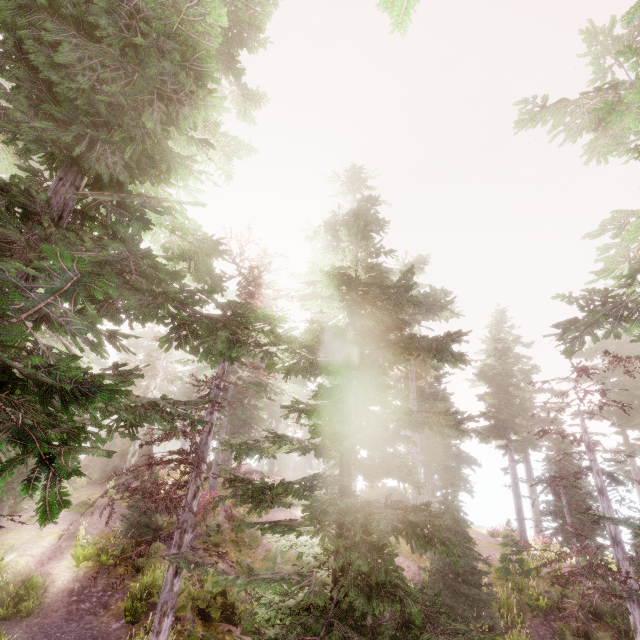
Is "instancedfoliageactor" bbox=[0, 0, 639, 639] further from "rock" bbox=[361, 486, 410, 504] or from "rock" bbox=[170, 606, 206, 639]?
"rock" bbox=[361, 486, 410, 504]

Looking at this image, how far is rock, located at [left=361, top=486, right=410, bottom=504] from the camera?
28.32m

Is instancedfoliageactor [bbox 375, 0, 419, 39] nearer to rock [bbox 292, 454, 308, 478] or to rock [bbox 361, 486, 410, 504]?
rock [bbox 292, 454, 308, 478]

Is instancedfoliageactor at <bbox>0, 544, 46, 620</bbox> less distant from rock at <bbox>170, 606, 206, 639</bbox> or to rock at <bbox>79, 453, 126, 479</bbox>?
rock at <bbox>79, 453, 126, 479</bbox>

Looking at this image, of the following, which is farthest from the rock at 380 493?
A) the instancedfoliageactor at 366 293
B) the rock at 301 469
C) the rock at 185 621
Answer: the rock at 185 621

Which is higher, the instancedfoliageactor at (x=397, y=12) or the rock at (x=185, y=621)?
the instancedfoliageactor at (x=397, y=12)

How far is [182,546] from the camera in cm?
833

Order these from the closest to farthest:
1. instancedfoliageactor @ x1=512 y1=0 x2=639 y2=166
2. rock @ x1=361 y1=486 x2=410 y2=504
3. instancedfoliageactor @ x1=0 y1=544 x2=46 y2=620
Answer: instancedfoliageactor @ x1=512 y1=0 x2=639 y2=166 < instancedfoliageactor @ x1=0 y1=544 x2=46 y2=620 < rock @ x1=361 y1=486 x2=410 y2=504
